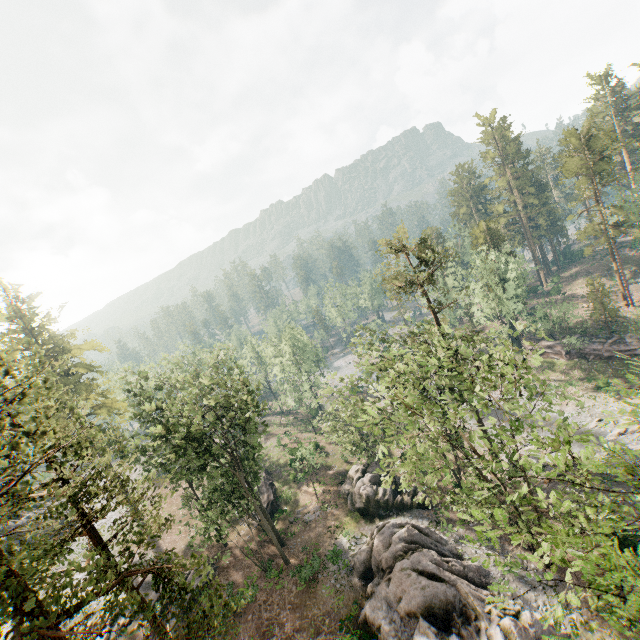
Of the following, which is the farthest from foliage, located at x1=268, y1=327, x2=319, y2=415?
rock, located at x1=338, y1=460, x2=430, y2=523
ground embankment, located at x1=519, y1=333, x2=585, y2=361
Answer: rock, located at x1=338, y1=460, x2=430, y2=523

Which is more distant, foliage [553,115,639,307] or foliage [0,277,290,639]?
foliage [553,115,639,307]

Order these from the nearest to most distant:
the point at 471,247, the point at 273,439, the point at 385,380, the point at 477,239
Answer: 1. the point at 385,380
2. the point at 477,239
3. the point at 471,247
4. the point at 273,439

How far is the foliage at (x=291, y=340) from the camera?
52.9 meters

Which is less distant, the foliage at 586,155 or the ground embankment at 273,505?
the ground embankment at 273,505

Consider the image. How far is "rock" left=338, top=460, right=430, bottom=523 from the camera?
31.5 meters

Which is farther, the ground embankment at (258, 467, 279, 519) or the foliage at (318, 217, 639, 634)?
the ground embankment at (258, 467, 279, 519)
